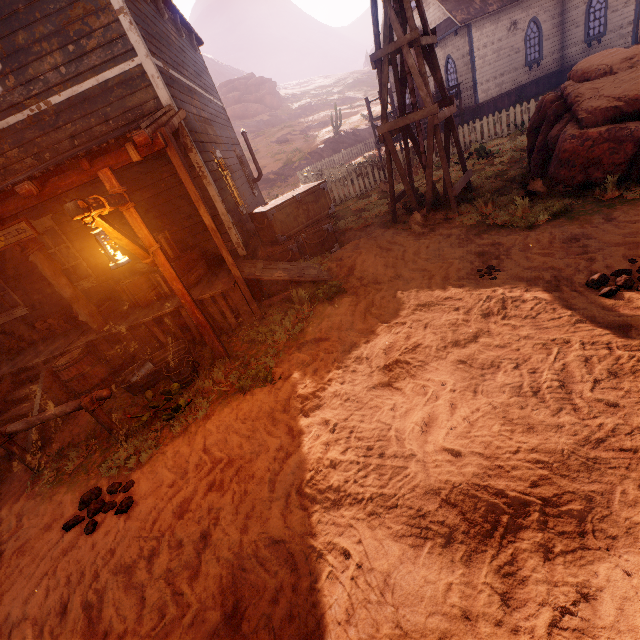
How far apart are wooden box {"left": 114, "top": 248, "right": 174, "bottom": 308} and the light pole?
1.6m

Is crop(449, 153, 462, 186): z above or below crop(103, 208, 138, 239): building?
below

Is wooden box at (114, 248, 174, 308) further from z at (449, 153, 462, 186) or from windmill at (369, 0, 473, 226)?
windmill at (369, 0, 473, 226)

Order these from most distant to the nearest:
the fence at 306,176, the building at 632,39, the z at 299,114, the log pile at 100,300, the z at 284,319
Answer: the z at 299,114 < the building at 632,39 < the fence at 306,176 < the log pile at 100,300 < the z at 284,319

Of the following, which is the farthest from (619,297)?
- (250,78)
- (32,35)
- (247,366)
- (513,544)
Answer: (250,78)

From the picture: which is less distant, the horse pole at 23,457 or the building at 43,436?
the horse pole at 23,457

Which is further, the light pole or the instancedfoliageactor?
the instancedfoliageactor

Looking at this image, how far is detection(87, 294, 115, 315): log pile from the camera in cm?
758
